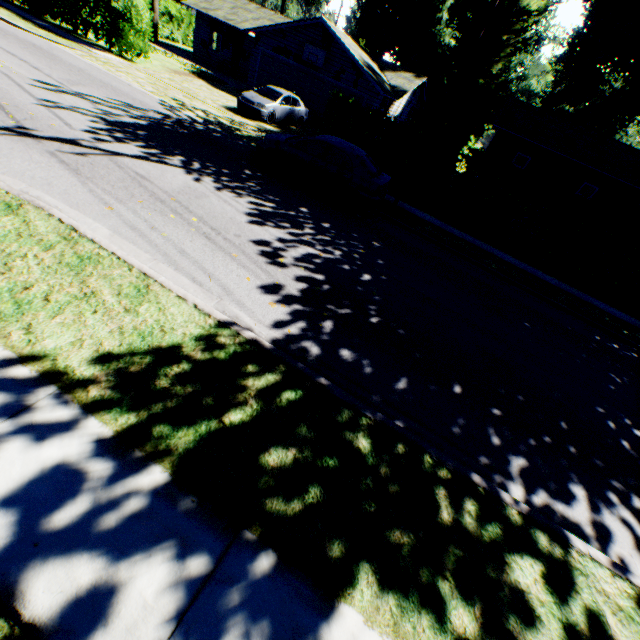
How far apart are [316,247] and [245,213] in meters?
2.0 m

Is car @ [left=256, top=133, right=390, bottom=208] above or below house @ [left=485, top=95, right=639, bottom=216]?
below

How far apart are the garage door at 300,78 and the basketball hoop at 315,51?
0.5 meters

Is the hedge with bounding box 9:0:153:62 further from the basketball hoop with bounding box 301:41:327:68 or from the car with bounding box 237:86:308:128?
the basketball hoop with bounding box 301:41:327:68

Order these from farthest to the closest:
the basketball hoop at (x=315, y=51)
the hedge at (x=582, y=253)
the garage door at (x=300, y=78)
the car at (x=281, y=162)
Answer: the garage door at (x=300, y=78) → the basketball hoop at (x=315, y=51) → the hedge at (x=582, y=253) → the car at (x=281, y=162)

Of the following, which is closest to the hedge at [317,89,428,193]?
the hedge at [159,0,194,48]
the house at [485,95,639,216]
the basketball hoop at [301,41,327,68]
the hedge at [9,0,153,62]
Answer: the house at [485,95,639,216]

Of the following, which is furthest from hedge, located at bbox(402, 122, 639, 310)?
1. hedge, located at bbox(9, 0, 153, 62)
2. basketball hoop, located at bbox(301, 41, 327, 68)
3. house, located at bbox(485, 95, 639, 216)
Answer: hedge, located at bbox(9, 0, 153, 62)

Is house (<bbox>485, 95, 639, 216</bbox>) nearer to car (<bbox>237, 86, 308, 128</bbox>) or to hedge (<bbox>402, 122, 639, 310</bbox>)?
hedge (<bbox>402, 122, 639, 310</bbox>)
